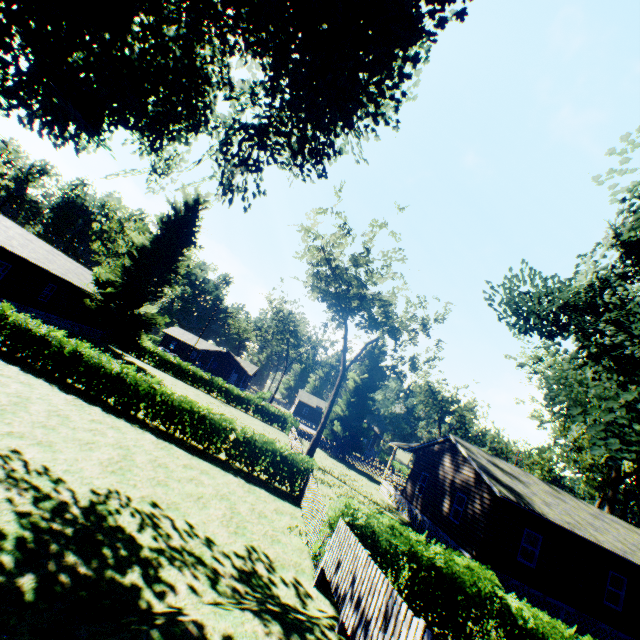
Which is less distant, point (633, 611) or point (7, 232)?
point (633, 611)

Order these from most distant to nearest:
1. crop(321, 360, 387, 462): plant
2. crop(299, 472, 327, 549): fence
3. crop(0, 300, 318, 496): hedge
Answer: crop(321, 360, 387, 462): plant
crop(0, 300, 318, 496): hedge
crop(299, 472, 327, 549): fence

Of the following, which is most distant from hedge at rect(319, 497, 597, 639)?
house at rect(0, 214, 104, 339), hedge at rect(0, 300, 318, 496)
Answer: house at rect(0, 214, 104, 339)

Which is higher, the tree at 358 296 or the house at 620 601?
the tree at 358 296

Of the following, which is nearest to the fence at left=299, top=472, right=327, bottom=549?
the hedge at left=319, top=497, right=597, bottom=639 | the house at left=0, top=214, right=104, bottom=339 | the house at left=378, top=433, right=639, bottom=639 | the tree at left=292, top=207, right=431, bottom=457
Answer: the hedge at left=319, top=497, right=597, bottom=639

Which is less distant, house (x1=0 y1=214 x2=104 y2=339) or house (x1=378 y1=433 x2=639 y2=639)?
house (x1=378 y1=433 x2=639 y2=639)

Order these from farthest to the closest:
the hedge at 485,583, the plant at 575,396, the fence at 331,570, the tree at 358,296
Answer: the tree at 358,296, the plant at 575,396, the hedge at 485,583, the fence at 331,570

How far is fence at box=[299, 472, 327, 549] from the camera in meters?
10.5
